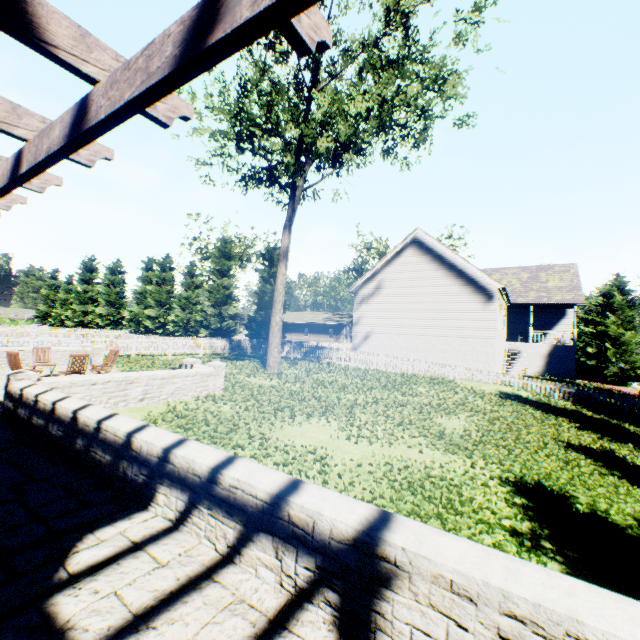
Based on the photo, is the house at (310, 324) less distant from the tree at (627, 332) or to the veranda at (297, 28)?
the tree at (627, 332)

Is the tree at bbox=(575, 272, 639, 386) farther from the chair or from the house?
the chair

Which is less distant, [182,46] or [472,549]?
[182,46]

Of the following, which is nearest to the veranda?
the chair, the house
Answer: the chair

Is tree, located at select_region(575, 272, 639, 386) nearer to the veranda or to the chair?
the veranda

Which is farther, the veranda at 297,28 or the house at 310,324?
the house at 310,324

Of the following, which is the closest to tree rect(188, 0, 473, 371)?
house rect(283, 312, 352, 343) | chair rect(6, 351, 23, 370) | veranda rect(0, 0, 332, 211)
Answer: house rect(283, 312, 352, 343)
